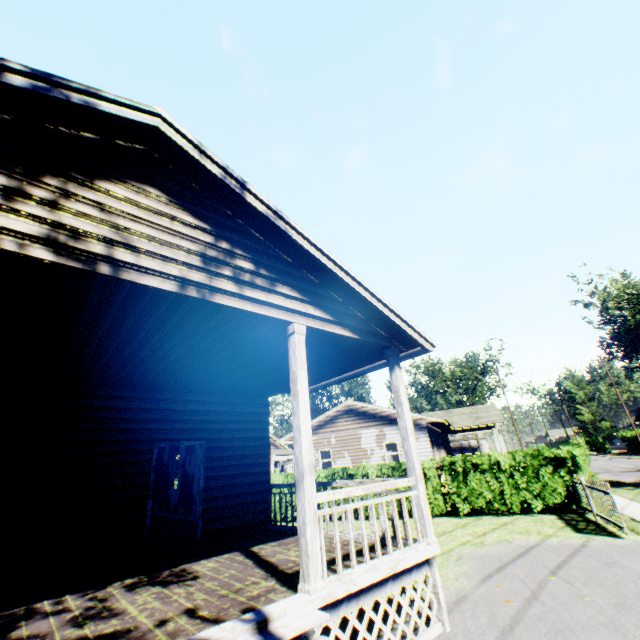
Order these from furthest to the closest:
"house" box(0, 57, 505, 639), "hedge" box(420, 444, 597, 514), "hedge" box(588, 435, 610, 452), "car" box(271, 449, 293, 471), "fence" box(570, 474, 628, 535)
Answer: "hedge" box(588, 435, 610, 452)
"car" box(271, 449, 293, 471)
"hedge" box(420, 444, 597, 514)
"fence" box(570, 474, 628, 535)
"house" box(0, 57, 505, 639)

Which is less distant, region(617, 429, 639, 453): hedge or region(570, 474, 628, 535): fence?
region(570, 474, 628, 535): fence

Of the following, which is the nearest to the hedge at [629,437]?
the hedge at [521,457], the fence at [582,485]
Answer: the hedge at [521,457]

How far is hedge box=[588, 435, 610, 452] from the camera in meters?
56.2 m

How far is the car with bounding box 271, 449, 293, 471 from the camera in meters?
28.4

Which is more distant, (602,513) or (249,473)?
(602,513)

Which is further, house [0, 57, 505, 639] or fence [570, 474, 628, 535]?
fence [570, 474, 628, 535]

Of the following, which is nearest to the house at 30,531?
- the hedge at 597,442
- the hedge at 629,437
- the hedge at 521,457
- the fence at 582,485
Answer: the hedge at 521,457
